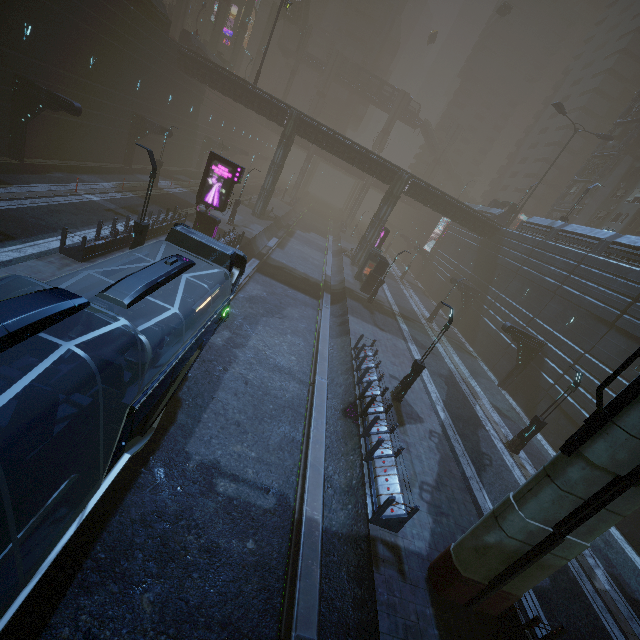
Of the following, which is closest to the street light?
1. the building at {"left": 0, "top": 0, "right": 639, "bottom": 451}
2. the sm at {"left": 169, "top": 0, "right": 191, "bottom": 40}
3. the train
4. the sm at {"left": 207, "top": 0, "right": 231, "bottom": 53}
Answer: the building at {"left": 0, "top": 0, "right": 639, "bottom": 451}

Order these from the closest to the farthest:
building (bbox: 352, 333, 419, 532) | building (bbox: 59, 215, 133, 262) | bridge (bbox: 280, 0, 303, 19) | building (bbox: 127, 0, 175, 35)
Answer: building (bbox: 352, 333, 419, 532)
building (bbox: 59, 215, 133, 262)
building (bbox: 127, 0, 175, 35)
bridge (bbox: 280, 0, 303, 19)

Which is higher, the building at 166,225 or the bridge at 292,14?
the bridge at 292,14

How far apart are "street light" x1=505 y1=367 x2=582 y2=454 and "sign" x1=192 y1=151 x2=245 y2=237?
21.5 meters

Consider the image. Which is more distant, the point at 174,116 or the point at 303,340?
the point at 174,116

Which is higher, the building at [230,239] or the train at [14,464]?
the train at [14,464]

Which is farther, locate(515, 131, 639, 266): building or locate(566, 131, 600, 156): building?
locate(566, 131, 600, 156): building

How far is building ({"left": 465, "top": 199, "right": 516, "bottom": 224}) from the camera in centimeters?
4088cm
